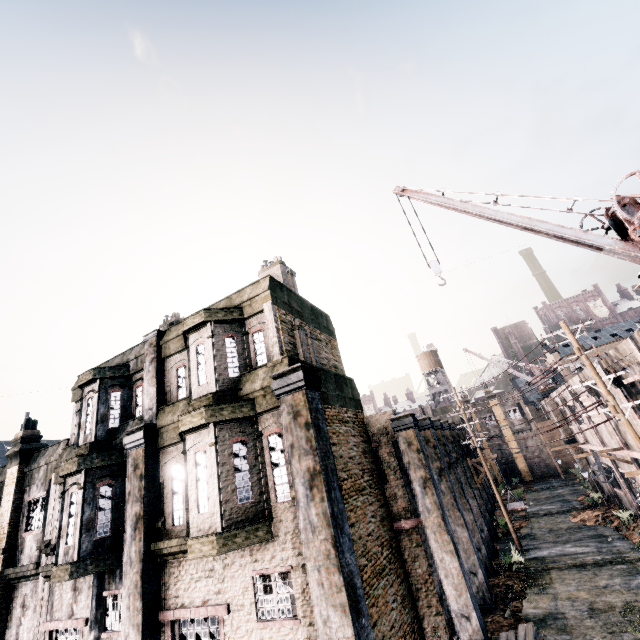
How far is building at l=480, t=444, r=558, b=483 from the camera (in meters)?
42.44

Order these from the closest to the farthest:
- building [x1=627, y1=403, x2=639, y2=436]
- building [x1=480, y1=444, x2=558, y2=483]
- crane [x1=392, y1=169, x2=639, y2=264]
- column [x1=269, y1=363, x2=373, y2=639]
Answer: column [x1=269, y1=363, x2=373, y2=639], crane [x1=392, y1=169, x2=639, y2=264], building [x1=627, y1=403, x2=639, y2=436], building [x1=480, y1=444, x2=558, y2=483]

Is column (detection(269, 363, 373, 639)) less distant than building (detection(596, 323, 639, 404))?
Yes

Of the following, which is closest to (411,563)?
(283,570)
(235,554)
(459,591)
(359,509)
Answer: (459,591)

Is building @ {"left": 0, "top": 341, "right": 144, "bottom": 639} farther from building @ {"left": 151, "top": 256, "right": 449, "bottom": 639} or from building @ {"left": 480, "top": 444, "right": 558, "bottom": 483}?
building @ {"left": 480, "top": 444, "right": 558, "bottom": 483}

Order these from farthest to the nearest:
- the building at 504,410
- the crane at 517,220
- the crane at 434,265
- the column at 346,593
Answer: the building at 504,410 < the crane at 434,265 < the crane at 517,220 < the column at 346,593

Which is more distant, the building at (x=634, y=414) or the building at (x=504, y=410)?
the building at (x=504, y=410)

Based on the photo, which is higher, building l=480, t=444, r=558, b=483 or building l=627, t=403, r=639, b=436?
building l=627, t=403, r=639, b=436
